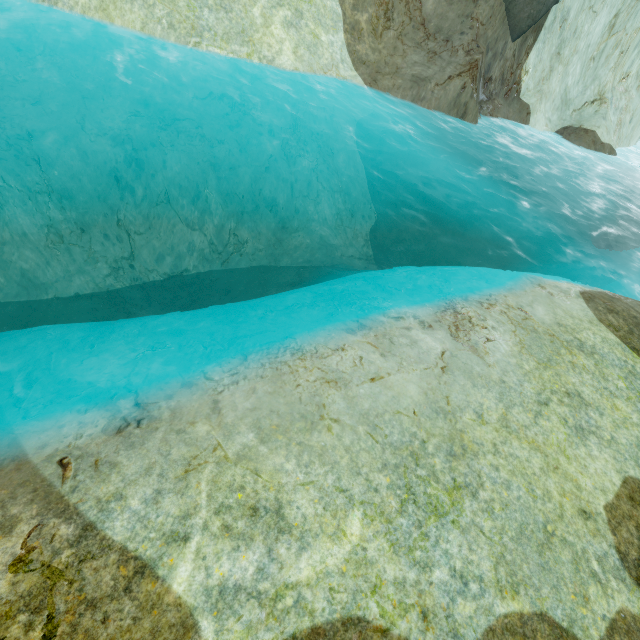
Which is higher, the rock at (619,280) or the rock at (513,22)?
the rock at (513,22)

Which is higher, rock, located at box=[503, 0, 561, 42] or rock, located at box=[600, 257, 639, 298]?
rock, located at box=[503, 0, 561, 42]

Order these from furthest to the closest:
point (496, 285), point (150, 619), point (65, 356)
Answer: point (496, 285) → point (65, 356) → point (150, 619)

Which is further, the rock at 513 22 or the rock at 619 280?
the rock at 513 22

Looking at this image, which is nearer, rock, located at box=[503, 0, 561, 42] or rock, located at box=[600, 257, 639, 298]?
rock, located at box=[600, 257, 639, 298]
